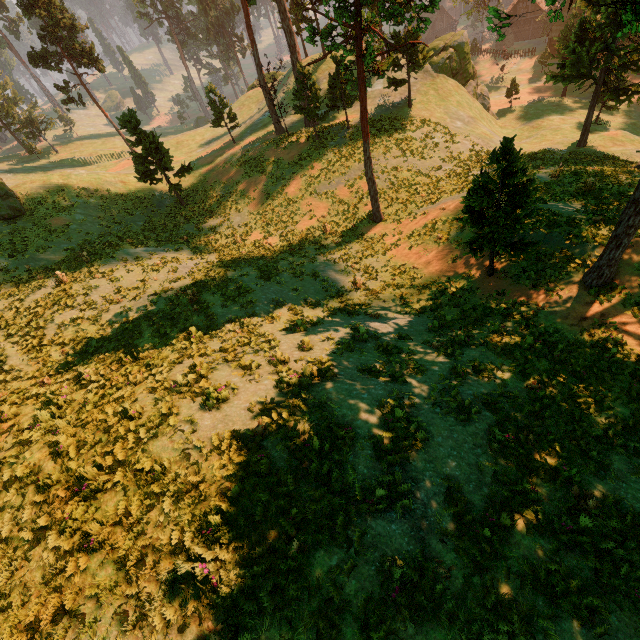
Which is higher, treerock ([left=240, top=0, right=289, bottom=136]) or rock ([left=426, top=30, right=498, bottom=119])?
treerock ([left=240, top=0, right=289, bottom=136])

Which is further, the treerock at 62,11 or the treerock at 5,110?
the treerock at 5,110

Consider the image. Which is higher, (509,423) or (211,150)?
(509,423)

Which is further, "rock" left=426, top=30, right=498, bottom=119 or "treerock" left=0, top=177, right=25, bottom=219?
"rock" left=426, top=30, right=498, bottom=119

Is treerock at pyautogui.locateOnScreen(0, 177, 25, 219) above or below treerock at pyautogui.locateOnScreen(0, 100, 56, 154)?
below

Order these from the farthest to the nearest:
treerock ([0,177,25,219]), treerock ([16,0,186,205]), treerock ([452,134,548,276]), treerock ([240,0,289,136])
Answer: treerock ([240,0,289,136]) < treerock ([16,0,186,205]) < treerock ([0,177,25,219]) < treerock ([452,134,548,276])

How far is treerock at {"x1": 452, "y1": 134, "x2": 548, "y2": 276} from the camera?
11.4 meters
